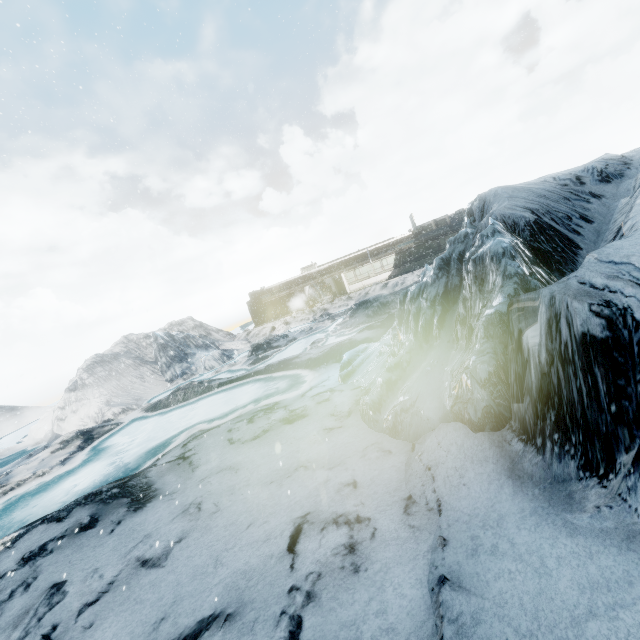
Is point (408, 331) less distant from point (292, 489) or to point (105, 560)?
point (292, 489)
